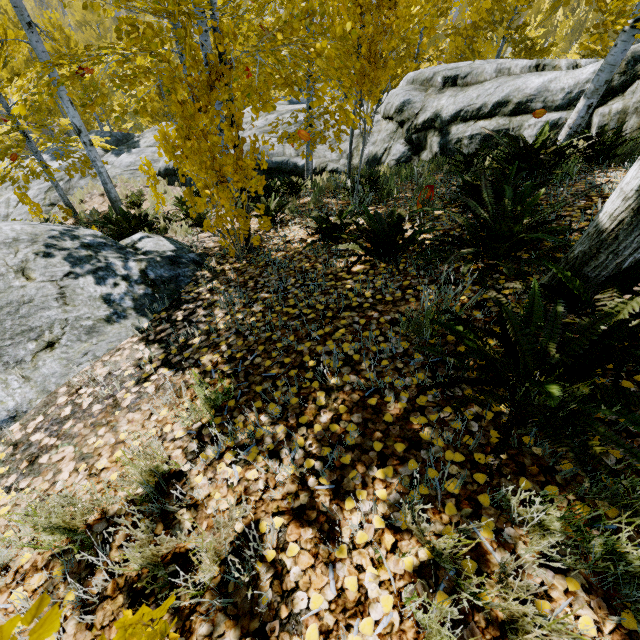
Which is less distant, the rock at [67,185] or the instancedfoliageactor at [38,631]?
the instancedfoliageactor at [38,631]

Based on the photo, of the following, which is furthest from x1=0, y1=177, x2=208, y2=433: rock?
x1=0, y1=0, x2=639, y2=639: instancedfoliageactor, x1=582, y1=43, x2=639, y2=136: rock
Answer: x1=582, y1=43, x2=639, y2=136: rock

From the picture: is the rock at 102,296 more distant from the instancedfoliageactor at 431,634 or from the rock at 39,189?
the rock at 39,189

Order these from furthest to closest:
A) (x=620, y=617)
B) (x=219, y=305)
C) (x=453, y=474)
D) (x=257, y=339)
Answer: (x=219, y=305) → (x=257, y=339) → (x=453, y=474) → (x=620, y=617)

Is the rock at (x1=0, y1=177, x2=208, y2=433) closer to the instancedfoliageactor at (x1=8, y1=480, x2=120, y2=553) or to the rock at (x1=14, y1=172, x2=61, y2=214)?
the instancedfoliageactor at (x1=8, y1=480, x2=120, y2=553)
